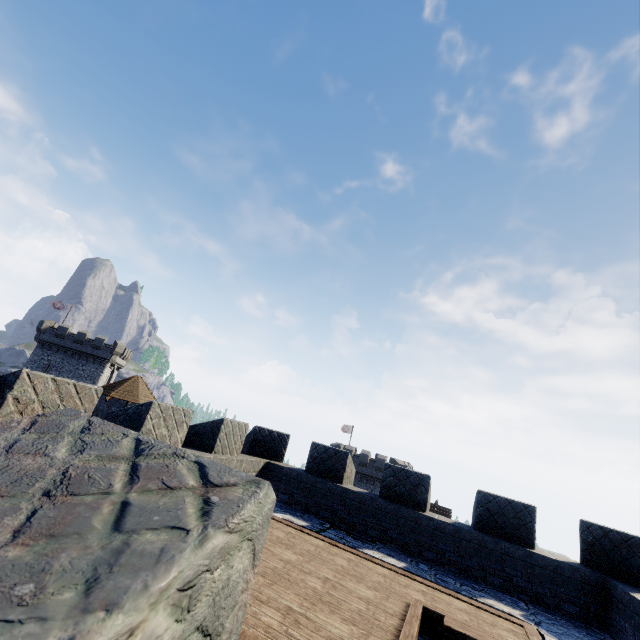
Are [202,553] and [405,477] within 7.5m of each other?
no
